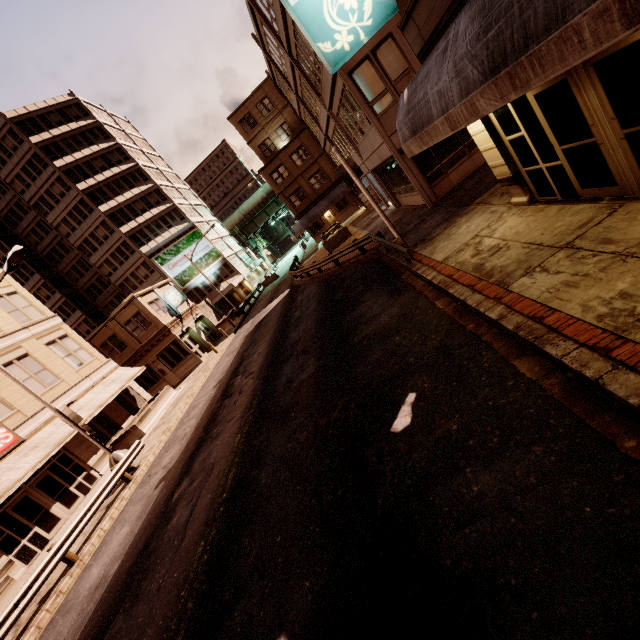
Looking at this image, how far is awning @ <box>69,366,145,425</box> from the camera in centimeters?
2025cm

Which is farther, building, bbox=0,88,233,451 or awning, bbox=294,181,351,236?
awning, bbox=294,181,351,236

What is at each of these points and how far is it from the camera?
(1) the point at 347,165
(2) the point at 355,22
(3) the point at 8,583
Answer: (1) sign, 11.81m
(2) sign, 7.59m
(3) planter, 12.02m

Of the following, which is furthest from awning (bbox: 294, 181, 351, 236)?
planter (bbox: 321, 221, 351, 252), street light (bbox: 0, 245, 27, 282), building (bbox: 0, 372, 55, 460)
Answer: street light (bbox: 0, 245, 27, 282)

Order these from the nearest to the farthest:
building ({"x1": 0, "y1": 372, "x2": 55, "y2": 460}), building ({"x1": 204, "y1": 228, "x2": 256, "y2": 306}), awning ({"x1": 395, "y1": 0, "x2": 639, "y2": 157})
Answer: awning ({"x1": 395, "y1": 0, "x2": 639, "y2": 157}), building ({"x1": 0, "y1": 372, "x2": 55, "y2": 460}), building ({"x1": 204, "y1": 228, "x2": 256, "y2": 306})

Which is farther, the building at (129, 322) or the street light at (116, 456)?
the building at (129, 322)

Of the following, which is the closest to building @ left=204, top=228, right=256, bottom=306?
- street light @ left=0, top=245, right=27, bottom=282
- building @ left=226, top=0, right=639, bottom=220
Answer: street light @ left=0, top=245, right=27, bottom=282

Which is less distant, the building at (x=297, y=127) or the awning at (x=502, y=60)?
the awning at (x=502, y=60)
